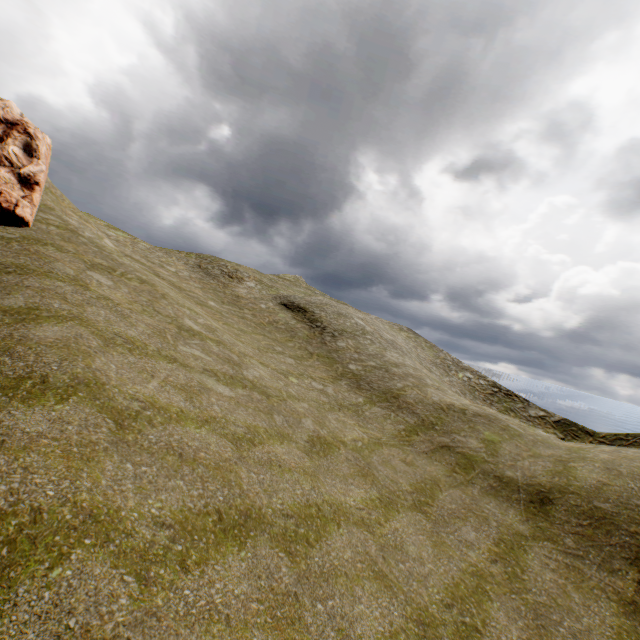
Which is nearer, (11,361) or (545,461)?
(11,361)
